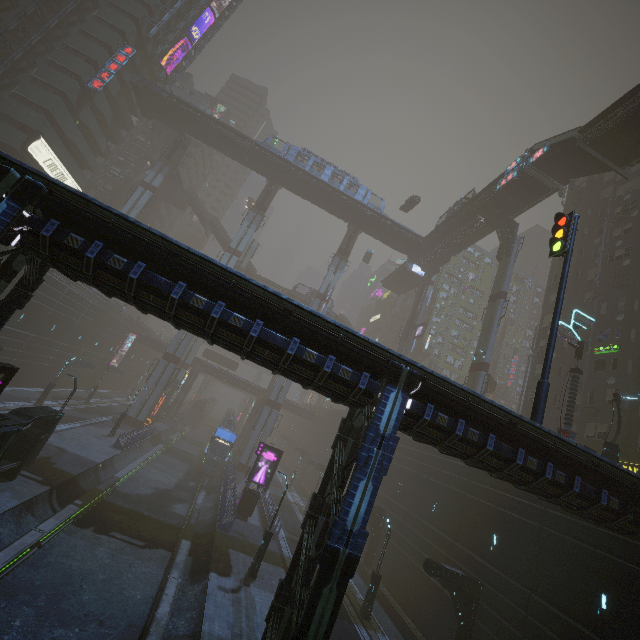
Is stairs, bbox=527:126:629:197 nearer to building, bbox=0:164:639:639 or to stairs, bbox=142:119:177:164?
building, bbox=0:164:639:639

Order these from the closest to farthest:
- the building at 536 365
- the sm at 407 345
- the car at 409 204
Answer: the building at 536 365 < the car at 409 204 < the sm at 407 345

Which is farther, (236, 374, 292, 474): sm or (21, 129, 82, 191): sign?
(236, 374, 292, 474): sm

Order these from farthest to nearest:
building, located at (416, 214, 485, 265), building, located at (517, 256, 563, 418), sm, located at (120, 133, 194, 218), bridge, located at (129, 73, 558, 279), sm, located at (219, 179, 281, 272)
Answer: sm, located at (219, 179, 281, 272) < sm, located at (120, 133, 194, 218) < building, located at (416, 214, 485, 265) < bridge, located at (129, 73, 558, 279) < building, located at (517, 256, 563, 418)

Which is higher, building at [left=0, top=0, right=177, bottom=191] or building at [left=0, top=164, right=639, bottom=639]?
building at [left=0, top=0, right=177, bottom=191]

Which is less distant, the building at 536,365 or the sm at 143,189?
the building at 536,365

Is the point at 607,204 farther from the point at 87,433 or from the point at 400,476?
the point at 87,433

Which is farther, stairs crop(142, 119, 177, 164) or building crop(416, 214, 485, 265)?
stairs crop(142, 119, 177, 164)
